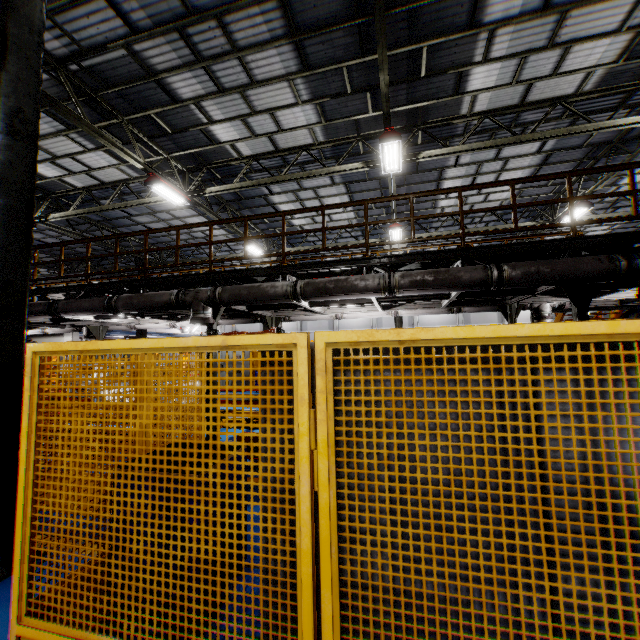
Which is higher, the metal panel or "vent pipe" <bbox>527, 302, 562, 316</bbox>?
"vent pipe" <bbox>527, 302, 562, 316</bbox>

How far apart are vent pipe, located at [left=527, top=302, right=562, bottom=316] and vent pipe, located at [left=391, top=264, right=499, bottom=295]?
3.6 meters

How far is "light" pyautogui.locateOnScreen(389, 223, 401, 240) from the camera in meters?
15.0 m

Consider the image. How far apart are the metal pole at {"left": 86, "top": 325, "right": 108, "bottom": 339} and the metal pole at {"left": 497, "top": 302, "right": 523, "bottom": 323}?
15.3m

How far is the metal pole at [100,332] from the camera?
13.5m

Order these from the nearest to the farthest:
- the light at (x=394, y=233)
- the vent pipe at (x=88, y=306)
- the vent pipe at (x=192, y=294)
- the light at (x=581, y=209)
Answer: the vent pipe at (x=192, y=294) < the vent pipe at (x=88, y=306) < the light at (x=581, y=209) < the light at (x=394, y=233)

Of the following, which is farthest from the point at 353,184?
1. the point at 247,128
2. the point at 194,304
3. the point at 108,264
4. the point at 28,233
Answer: the point at 108,264
